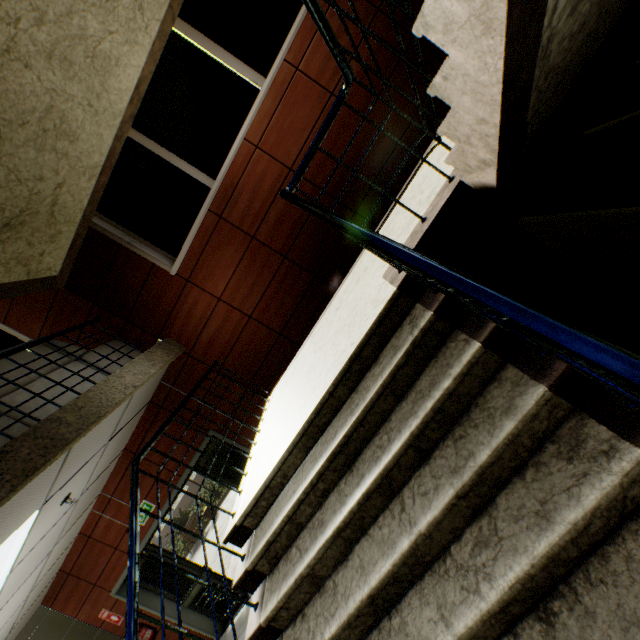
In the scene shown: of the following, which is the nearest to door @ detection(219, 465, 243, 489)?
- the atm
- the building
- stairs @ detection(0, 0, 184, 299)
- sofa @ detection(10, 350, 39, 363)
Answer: stairs @ detection(0, 0, 184, 299)

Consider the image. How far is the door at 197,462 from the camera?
5.21m

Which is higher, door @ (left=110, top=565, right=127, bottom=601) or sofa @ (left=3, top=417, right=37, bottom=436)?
sofa @ (left=3, top=417, right=37, bottom=436)

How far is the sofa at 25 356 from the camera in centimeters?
340cm

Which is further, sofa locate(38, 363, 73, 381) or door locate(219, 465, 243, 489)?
door locate(219, 465, 243, 489)

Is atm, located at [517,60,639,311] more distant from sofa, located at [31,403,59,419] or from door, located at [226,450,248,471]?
door, located at [226,450,248,471]

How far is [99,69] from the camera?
3.2 meters
